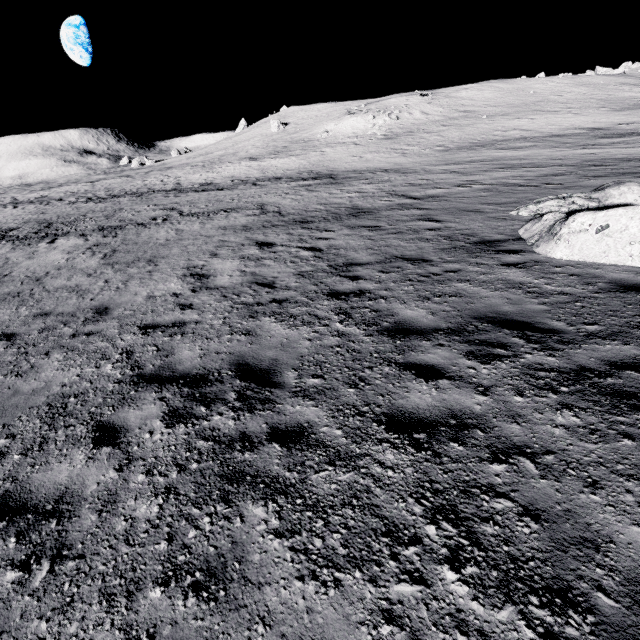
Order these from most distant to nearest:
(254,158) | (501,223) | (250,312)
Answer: (254,158) → (501,223) → (250,312)
